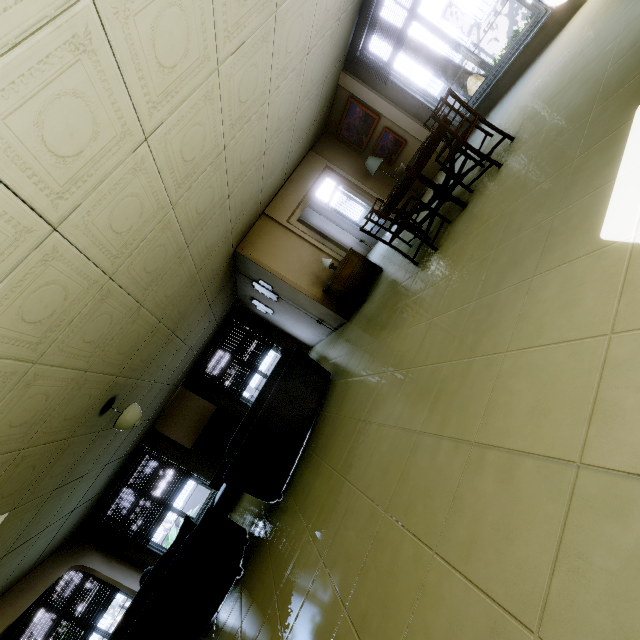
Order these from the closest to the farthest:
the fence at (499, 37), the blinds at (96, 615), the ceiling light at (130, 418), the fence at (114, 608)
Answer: the ceiling light at (130, 418), the blinds at (96, 615), the fence at (499, 37), the fence at (114, 608)

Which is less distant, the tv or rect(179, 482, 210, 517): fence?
the tv

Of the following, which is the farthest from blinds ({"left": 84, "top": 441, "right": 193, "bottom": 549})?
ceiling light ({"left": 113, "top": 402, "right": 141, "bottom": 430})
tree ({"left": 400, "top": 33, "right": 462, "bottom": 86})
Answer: tree ({"left": 400, "top": 33, "right": 462, "bottom": 86})

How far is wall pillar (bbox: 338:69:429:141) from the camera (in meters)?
6.37

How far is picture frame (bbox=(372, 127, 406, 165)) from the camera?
6.95m

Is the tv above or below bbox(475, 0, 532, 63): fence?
above

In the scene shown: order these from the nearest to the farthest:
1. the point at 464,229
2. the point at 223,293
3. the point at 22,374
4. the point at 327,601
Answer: the point at 327,601, the point at 22,374, the point at 464,229, the point at 223,293

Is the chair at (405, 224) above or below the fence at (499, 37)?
above
